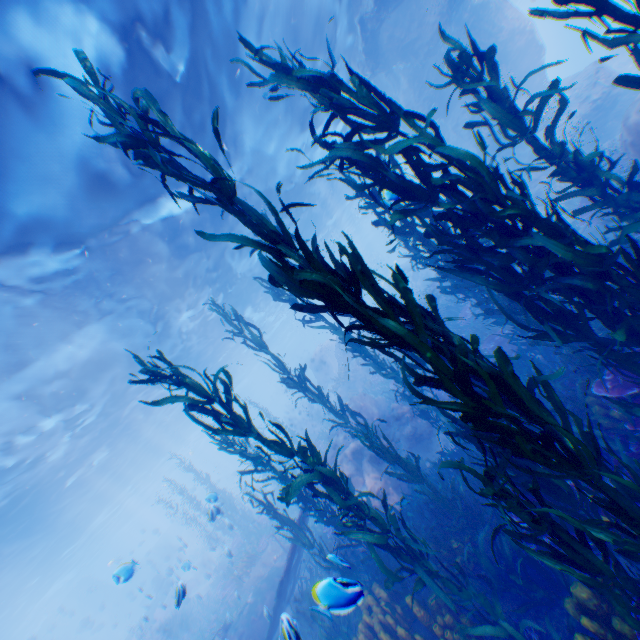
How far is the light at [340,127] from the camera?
18.59m

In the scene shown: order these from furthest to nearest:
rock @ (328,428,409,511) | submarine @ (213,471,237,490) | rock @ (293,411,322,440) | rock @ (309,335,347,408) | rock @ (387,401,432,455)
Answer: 1. submarine @ (213,471,237,490)
2. rock @ (293,411,322,440)
3. rock @ (309,335,347,408)
4. rock @ (387,401,432,455)
5. rock @ (328,428,409,511)

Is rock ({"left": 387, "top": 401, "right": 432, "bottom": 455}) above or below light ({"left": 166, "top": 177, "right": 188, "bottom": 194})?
below

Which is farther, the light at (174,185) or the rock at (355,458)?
the light at (174,185)

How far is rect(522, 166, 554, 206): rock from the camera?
16.8m

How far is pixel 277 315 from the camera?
43.6m

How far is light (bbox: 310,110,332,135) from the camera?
16.3 meters

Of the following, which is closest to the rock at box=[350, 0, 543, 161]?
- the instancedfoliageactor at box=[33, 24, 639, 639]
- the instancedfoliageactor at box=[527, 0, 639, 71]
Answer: the instancedfoliageactor at box=[33, 24, 639, 639]
